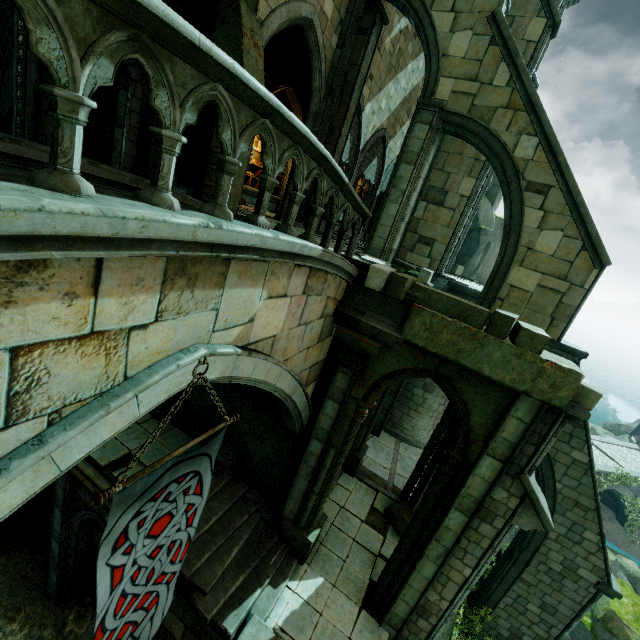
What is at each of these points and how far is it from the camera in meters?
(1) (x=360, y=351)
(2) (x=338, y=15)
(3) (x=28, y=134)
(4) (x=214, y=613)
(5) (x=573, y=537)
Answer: (1) column top, 6.9
(2) building, 9.8
(3) stone column, 10.9
(4) stair, 6.9
(5) buttress, 9.4

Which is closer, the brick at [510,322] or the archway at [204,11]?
the brick at [510,322]

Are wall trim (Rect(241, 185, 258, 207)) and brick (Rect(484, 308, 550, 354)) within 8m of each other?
no

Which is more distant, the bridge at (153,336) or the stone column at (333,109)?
the stone column at (333,109)

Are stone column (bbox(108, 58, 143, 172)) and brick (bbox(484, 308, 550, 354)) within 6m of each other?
no

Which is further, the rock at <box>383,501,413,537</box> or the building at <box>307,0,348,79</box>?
the rock at <box>383,501,413,537</box>

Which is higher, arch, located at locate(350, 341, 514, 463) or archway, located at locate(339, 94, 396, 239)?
archway, located at locate(339, 94, 396, 239)

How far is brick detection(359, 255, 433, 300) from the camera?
6.29m
